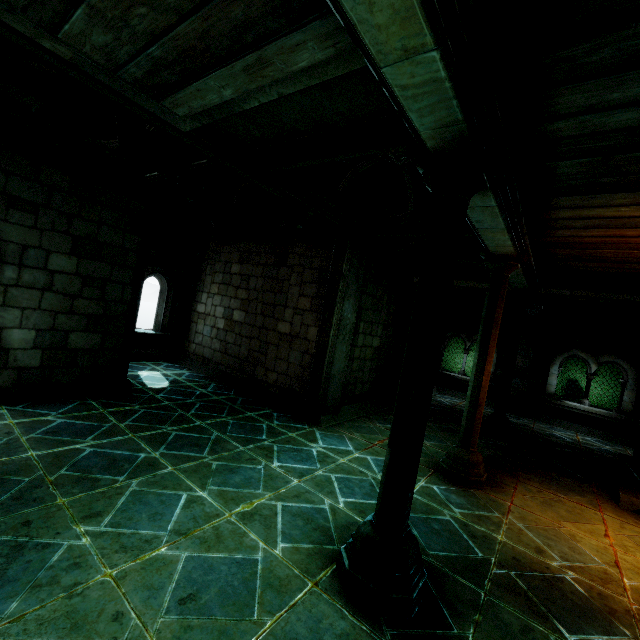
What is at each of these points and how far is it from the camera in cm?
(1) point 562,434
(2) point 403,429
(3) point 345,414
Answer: (1) building, 1075
(2) stone column, 304
(3) trim, 820

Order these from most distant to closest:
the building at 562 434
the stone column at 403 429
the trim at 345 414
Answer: the trim at 345 414
the stone column at 403 429
the building at 562 434

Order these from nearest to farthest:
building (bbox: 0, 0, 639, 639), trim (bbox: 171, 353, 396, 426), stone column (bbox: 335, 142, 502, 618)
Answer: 1. building (bbox: 0, 0, 639, 639)
2. stone column (bbox: 335, 142, 502, 618)
3. trim (bbox: 171, 353, 396, 426)

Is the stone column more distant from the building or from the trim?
the trim

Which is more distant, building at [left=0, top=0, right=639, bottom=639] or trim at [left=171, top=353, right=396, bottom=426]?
trim at [left=171, top=353, right=396, bottom=426]

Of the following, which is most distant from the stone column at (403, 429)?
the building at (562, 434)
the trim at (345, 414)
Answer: the trim at (345, 414)

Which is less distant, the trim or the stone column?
the stone column
